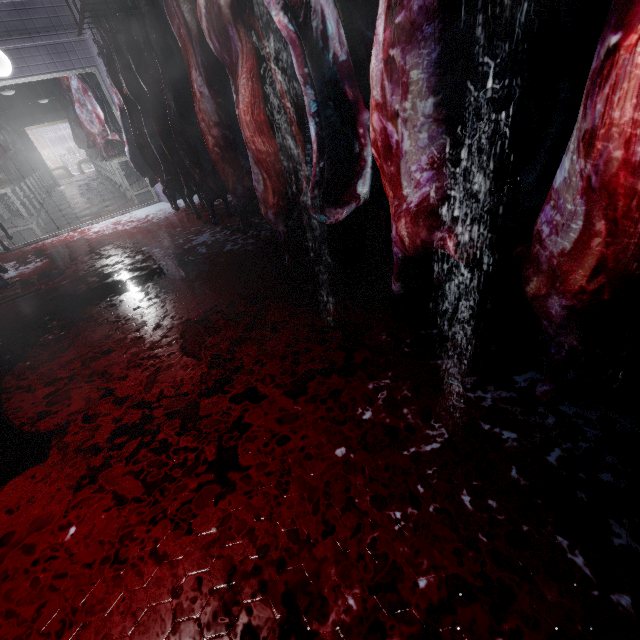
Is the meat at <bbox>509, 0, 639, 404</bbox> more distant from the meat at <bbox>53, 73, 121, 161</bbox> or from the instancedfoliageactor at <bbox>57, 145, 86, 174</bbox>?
the instancedfoliageactor at <bbox>57, 145, 86, 174</bbox>

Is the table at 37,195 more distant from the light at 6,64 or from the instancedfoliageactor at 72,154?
the instancedfoliageactor at 72,154

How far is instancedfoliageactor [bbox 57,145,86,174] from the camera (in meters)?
18.40

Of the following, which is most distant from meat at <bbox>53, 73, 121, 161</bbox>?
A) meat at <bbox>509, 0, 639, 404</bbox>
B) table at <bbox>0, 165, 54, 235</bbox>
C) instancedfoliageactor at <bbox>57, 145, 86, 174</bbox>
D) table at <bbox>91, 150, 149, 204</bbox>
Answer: instancedfoliageactor at <bbox>57, 145, 86, 174</bbox>

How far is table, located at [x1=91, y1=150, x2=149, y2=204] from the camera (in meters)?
5.87

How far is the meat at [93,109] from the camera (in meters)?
5.12

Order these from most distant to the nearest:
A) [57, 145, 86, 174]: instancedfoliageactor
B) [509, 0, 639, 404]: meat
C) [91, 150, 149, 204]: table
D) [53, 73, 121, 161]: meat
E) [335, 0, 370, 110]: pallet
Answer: [57, 145, 86, 174]: instancedfoliageactor < [91, 150, 149, 204]: table < [53, 73, 121, 161]: meat < [335, 0, 370, 110]: pallet < [509, 0, 639, 404]: meat

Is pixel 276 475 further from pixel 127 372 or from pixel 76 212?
pixel 76 212
